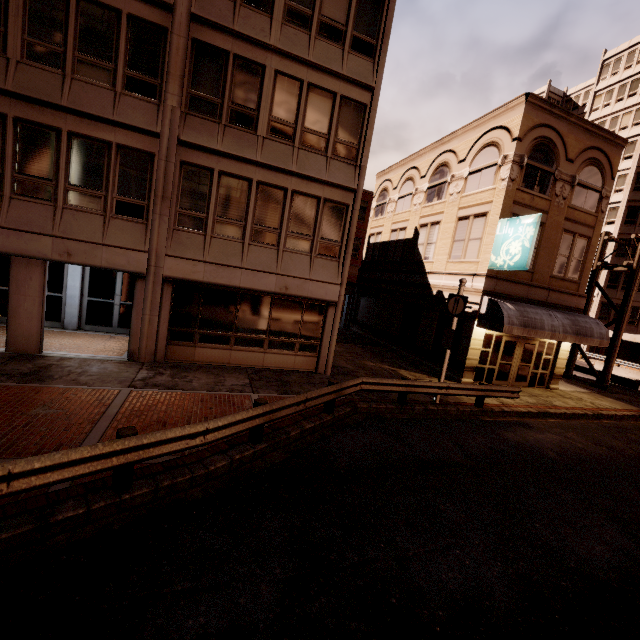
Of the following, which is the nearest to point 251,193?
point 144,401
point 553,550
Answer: point 144,401

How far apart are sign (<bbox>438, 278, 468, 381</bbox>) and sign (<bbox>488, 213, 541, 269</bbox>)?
3.5m

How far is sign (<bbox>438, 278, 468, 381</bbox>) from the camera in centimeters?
1165cm

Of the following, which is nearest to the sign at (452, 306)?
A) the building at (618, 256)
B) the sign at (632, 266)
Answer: the sign at (632, 266)

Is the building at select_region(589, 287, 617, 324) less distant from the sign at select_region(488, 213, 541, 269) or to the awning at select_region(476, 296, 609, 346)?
the awning at select_region(476, 296, 609, 346)

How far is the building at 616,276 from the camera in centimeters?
3738cm

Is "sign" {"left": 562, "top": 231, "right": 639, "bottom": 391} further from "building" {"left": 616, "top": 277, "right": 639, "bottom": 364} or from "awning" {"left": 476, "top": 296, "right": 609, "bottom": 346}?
"building" {"left": 616, "top": 277, "right": 639, "bottom": 364}

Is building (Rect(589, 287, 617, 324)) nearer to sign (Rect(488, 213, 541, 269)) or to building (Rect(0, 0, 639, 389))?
building (Rect(0, 0, 639, 389))
